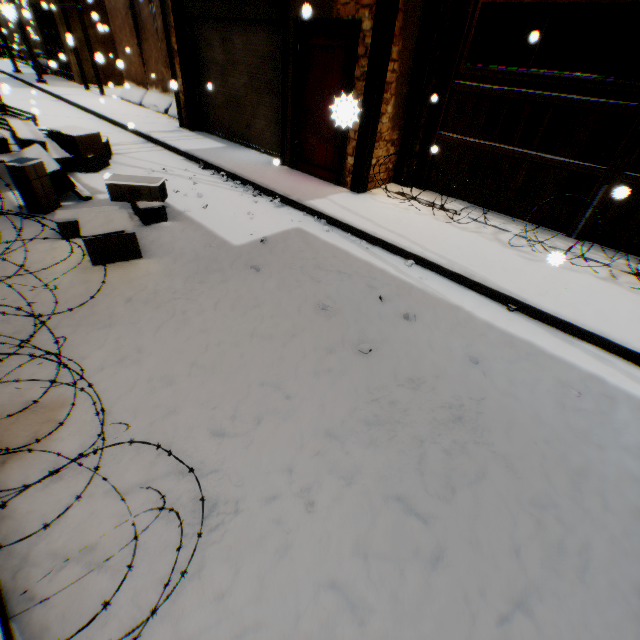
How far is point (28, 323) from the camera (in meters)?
3.01

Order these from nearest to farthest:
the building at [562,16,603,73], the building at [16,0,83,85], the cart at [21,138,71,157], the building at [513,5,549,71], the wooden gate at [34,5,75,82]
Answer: the cart at [21,138,71,157], the building at [513,5,549,71], the building at [562,16,603,73], the building at [16,0,83,85], the wooden gate at [34,5,75,82]

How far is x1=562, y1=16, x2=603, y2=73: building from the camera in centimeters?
785cm

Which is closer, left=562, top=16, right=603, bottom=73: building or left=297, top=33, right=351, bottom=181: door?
left=297, top=33, right=351, bottom=181: door

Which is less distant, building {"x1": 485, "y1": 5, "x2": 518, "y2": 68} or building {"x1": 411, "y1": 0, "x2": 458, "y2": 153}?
building {"x1": 411, "y1": 0, "x2": 458, "y2": 153}

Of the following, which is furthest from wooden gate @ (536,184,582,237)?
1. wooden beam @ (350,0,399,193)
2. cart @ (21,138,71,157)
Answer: cart @ (21,138,71,157)

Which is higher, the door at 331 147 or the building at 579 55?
the building at 579 55

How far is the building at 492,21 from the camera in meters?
6.0
